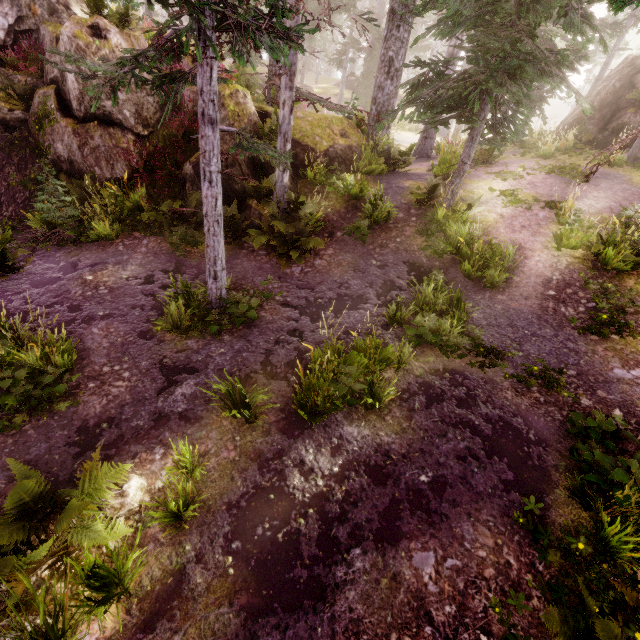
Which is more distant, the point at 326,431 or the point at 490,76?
the point at 490,76

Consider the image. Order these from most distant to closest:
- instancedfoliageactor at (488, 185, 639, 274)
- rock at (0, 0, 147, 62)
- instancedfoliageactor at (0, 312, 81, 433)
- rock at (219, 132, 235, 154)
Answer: rock at (219, 132, 235, 154), rock at (0, 0, 147, 62), instancedfoliageactor at (488, 185, 639, 274), instancedfoliageactor at (0, 312, 81, 433)

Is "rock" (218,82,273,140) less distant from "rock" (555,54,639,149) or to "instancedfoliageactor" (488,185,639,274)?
"instancedfoliageactor" (488,185,639,274)

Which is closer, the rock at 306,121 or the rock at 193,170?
the rock at 193,170

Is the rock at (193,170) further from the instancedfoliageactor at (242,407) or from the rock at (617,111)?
the rock at (617,111)

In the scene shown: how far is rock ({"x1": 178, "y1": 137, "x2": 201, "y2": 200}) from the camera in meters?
9.6 m

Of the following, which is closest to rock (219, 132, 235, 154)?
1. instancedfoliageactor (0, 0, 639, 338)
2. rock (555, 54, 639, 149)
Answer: instancedfoliageactor (0, 0, 639, 338)
